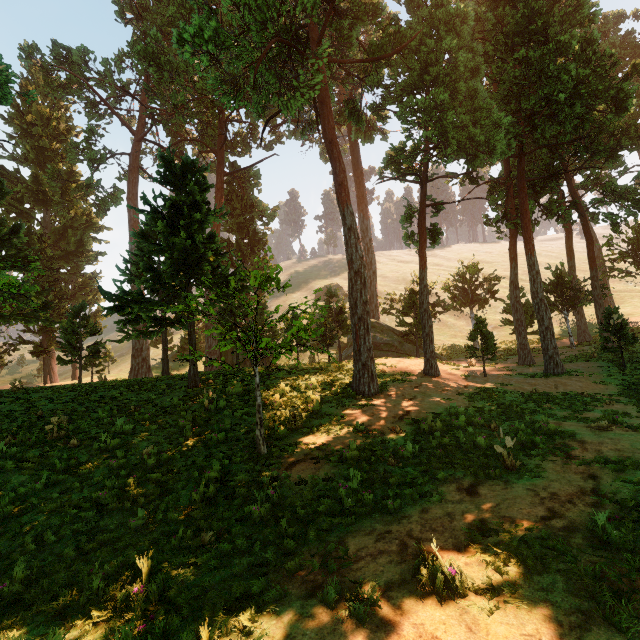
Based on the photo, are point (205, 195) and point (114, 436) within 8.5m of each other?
no
